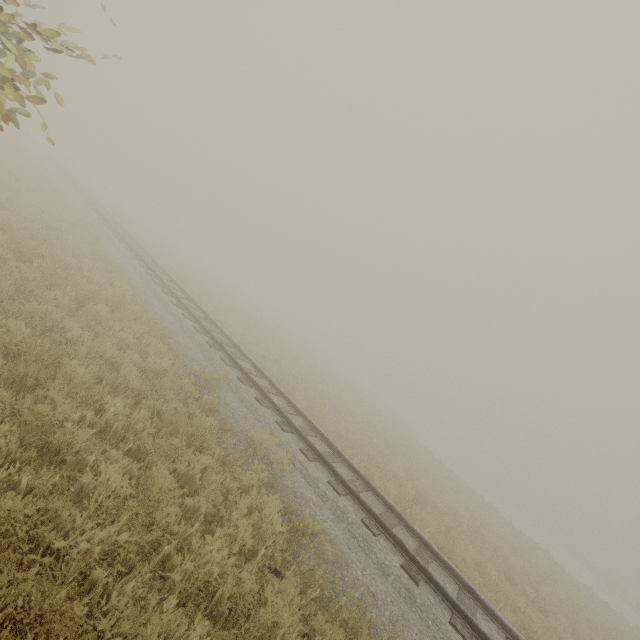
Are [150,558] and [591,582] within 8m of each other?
no
